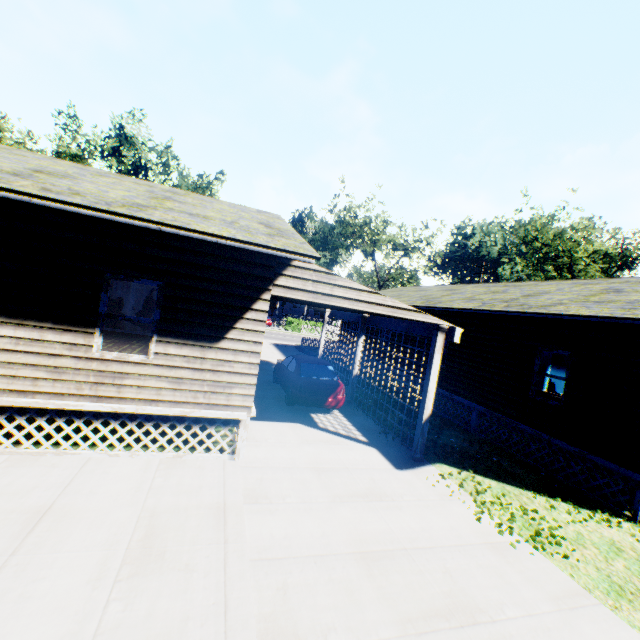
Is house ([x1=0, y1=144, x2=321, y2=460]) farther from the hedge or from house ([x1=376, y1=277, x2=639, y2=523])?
the hedge

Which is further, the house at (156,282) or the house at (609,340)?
the house at (609,340)

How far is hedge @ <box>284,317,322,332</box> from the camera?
43.69m

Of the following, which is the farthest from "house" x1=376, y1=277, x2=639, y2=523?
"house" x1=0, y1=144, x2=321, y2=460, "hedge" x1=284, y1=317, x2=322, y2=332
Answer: "hedge" x1=284, y1=317, x2=322, y2=332

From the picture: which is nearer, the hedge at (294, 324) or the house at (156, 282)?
the house at (156, 282)

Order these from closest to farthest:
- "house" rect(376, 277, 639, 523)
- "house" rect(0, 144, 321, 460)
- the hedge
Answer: Answer: "house" rect(0, 144, 321, 460) < "house" rect(376, 277, 639, 523) < the hedge

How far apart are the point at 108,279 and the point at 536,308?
10.7 meters
